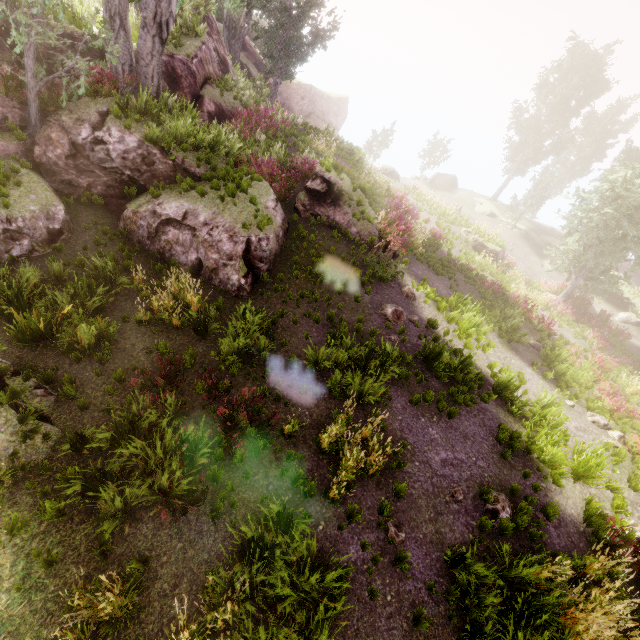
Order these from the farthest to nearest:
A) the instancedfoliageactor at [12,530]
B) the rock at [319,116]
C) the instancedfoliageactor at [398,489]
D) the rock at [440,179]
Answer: the rock at [440,179] → the rock at [319,116] → the instancedfoliageactor at [398,489] → the instancedfoliageactor at [12,530]

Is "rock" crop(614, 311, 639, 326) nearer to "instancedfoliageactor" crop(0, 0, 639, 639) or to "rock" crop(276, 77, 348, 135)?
"instancedfoliageactor" crop(0, 0, 639, 639)

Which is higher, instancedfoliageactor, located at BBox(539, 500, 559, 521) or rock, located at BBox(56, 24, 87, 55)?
rock, located at BBox(56, 24, 87, 55)

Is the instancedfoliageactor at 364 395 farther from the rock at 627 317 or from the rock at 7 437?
the rock at 627 317

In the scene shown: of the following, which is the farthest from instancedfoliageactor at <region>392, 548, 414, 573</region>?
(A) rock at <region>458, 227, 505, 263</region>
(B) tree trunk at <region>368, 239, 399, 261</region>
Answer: (A) rock at <region>458, 227, 505, 263</region>

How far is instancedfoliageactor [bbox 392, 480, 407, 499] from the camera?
6.5 meters

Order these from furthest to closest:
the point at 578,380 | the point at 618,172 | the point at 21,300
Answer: the point at 618,172 → the point at 578,380 → the point at 21,300

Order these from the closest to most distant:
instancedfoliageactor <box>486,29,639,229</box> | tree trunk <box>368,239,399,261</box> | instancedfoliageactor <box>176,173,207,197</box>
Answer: instancedfoliageactor <box>176,173,207,197</box>, tree trunk <box>368,239,399,261</box>, instancedfoliageactor <box>486,29,639,229</box>
